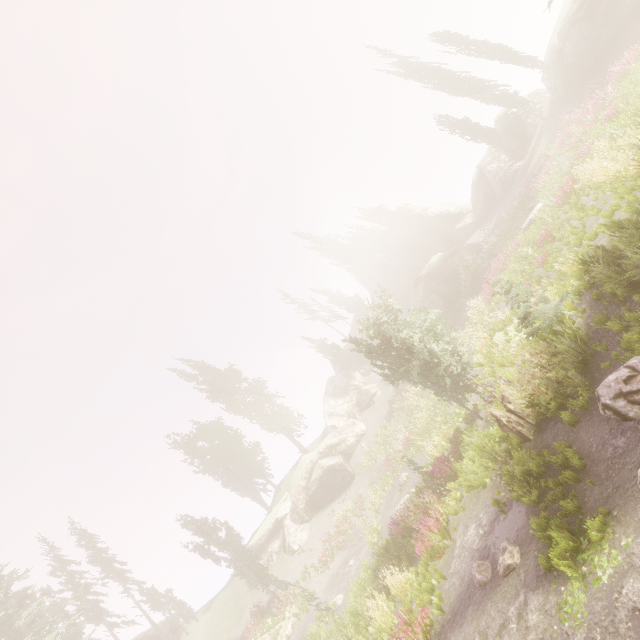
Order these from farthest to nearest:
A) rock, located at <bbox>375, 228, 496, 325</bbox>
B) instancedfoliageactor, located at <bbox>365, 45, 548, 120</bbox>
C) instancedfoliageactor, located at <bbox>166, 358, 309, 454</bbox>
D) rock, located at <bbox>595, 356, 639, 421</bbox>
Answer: instancedfoliageactor, located at <bbox>166, 358, 309, 454</bbox> → instancedfoliageactor, located at <bbox>365, 45, 548, 120</bbox> → rock, located at <bbox>375, 228, 496, 325</bbox> → rock, located at <bbox>595, 356, 639, 421</bbox>

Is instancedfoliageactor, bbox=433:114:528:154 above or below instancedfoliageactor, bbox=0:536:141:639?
below

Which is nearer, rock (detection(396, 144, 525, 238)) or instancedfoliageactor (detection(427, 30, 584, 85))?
instancedfoliageactor (detection(427, 30, 584, 85))

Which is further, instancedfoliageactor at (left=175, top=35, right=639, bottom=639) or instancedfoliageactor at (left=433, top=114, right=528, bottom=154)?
instancedfoliageactor at (left=433, top=114, right=528, bottom=154)

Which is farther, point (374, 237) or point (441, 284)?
point (374, 237)

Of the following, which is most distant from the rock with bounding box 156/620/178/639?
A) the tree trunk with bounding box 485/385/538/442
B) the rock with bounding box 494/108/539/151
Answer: the tree trunk with bounding box 485/385/538/442

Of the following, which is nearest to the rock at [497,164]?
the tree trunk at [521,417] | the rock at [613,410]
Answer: the tree trunk at [521,417]

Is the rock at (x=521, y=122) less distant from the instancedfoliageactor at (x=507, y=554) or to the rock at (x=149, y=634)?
the instancedfoliageactor at (x=507, y=554)
